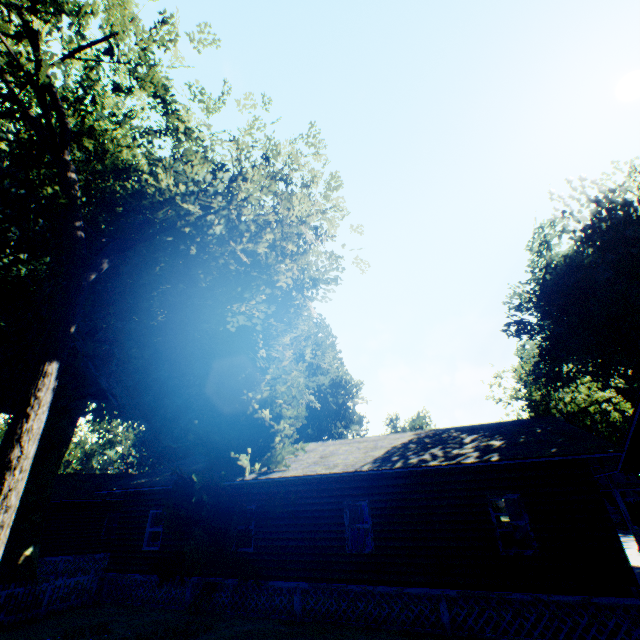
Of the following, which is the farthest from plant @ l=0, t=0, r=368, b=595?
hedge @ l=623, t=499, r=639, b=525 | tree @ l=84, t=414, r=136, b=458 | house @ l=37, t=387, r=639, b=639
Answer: tree @ l=84, t=414, r=136, b=458

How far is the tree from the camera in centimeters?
4475cm

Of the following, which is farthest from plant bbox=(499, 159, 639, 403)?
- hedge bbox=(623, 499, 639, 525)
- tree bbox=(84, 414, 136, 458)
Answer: tree bbox=(84, 414, 136, 458)

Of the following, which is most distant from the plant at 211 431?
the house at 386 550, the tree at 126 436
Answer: the tree at 126 436

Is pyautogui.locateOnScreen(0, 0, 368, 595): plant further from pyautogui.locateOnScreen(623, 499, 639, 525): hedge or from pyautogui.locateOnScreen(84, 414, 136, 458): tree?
pyautogui.locateOnScreen(84, 414, 136, 458): tree

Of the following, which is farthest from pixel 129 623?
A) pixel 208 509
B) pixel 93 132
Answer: pixel 93 132

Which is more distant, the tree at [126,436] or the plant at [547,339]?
the tree at [126,436]
